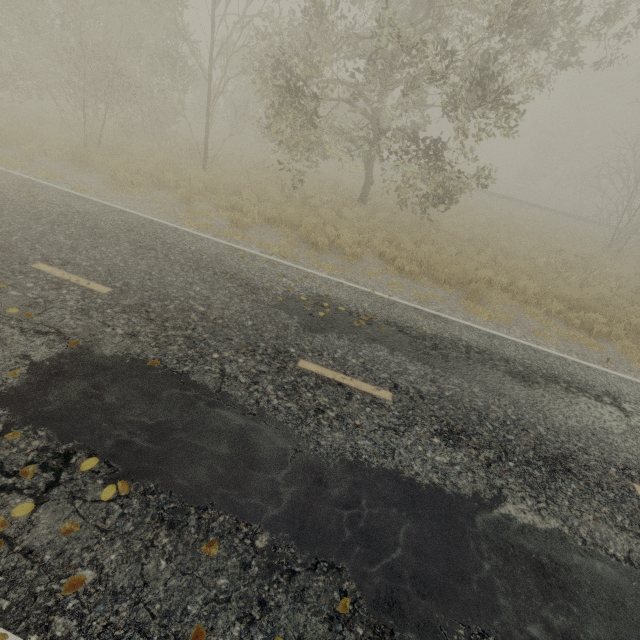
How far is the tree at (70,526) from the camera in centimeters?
269cm

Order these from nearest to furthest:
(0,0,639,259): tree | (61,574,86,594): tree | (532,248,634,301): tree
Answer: (61,574,86,594): tree → (0,0,639,259): tree → (532,248,634,301): tree

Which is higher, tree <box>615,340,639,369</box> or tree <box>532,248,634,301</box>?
tree <box>532,248,634,301</box>

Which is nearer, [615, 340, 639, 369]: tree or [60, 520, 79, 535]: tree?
[60, 520, 79, 535]: tree

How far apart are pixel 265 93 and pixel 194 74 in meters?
4.4

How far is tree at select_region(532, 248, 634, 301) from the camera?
12.0 meters

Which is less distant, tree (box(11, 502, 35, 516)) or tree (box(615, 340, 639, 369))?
tree (box(11, 502, 35, 516))
